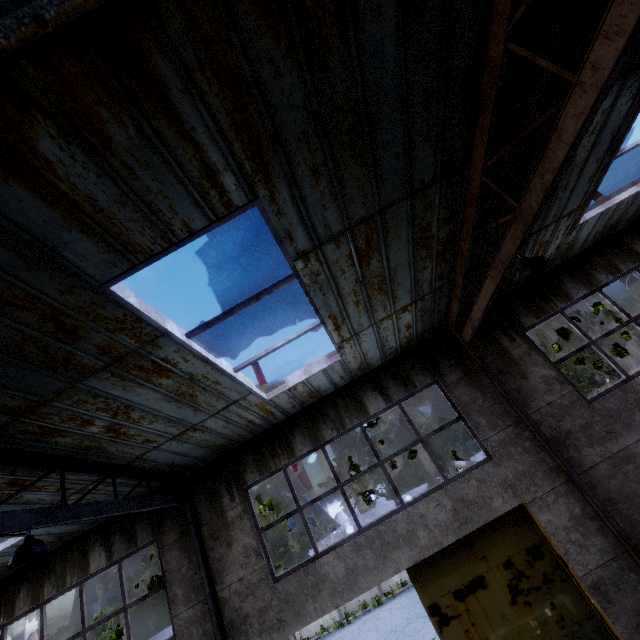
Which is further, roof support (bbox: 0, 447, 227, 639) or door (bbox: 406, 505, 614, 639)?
door (bbox: 406, 505, 614, 639)

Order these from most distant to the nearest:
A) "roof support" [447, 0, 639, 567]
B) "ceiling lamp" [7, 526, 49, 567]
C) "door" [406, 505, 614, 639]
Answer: "door" [406, 505, 614, 639]
"ceiling lamp" [7, 526, 49, 567]
"roof support" [447, 0, 639, 567]

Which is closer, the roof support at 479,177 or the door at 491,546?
the roof support at 479,177

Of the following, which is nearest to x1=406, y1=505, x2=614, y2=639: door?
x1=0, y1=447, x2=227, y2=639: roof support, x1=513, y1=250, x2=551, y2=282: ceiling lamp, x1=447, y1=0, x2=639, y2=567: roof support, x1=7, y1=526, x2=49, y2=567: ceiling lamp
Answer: x1=447, y1=0, x2=639, y2=567: roof support

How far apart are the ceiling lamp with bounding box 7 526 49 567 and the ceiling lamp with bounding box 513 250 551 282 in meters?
7.6

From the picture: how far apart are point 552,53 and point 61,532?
12.95m

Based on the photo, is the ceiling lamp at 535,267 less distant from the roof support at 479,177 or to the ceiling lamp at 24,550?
the roof support at 479,177

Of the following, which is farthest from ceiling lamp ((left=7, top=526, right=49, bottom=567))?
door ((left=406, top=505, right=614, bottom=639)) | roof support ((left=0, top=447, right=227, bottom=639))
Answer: door ((left=406, top=505, right=614, bottom=639))
